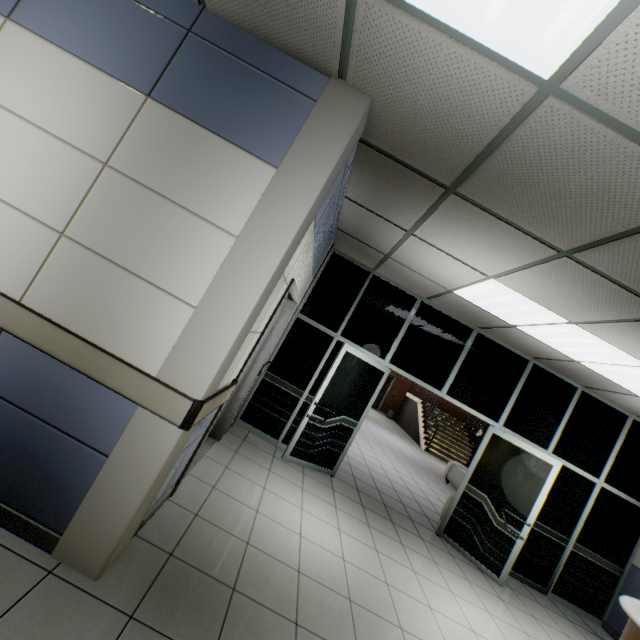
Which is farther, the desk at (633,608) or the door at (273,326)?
the door at (273,326)

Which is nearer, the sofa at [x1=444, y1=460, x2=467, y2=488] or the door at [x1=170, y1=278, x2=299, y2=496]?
the door at [x1=170, y1=278, x2=299, y2=496]

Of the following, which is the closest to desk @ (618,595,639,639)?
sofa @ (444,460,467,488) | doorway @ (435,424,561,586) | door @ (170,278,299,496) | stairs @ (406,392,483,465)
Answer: doorway @ (435,424,561,586)

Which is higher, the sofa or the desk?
the desk

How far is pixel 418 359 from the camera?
5.3 meters

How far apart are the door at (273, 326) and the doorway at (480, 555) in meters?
3.8

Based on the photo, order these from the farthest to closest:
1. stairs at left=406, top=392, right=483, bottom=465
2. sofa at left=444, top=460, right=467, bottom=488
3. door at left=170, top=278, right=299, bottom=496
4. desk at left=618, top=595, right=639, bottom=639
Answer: stairs at left=406, top=392, right=483, bottom=465 → sofa at left=444, top=460, right=467, bottom=488 → door at left=170, top=278, right=299, bottom=496 → desk at left=618, top=595, right=639, bottom=639

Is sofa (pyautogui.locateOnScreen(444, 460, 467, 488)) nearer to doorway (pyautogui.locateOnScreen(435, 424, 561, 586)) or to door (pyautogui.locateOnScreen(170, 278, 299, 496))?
doorway (pyautogui.locateOnScreen(435, 424, 561, 586))
